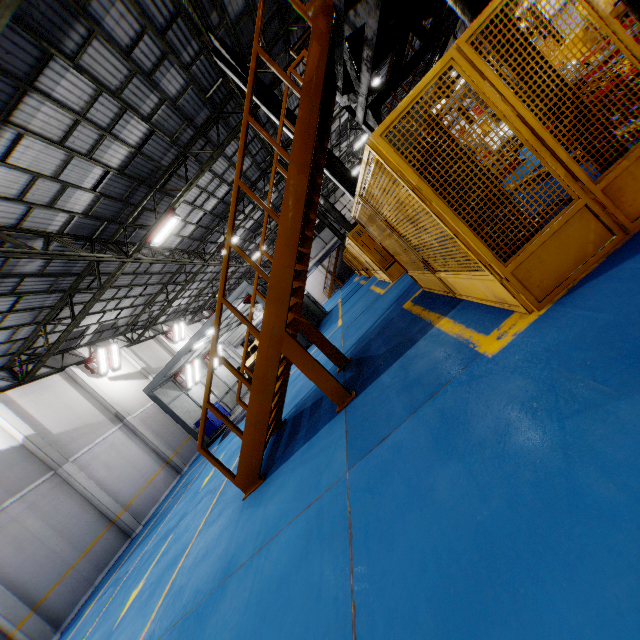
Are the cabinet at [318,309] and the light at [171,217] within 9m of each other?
no

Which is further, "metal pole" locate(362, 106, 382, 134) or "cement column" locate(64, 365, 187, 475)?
"cement column" locate(64, 365, 187, 475)

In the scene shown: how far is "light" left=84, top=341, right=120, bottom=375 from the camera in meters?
17.4 m

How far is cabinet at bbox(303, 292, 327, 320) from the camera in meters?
22.8

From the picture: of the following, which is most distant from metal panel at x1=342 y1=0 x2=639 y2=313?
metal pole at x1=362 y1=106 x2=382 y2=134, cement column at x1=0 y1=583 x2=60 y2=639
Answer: cement column at x1=0 y1=583 x2=60 y2=639

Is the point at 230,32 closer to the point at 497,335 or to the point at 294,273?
the point at 294,273

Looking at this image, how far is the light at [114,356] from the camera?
17.38m

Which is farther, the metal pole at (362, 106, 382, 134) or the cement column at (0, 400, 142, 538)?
the cement column at (0, 400, 142, 538)
